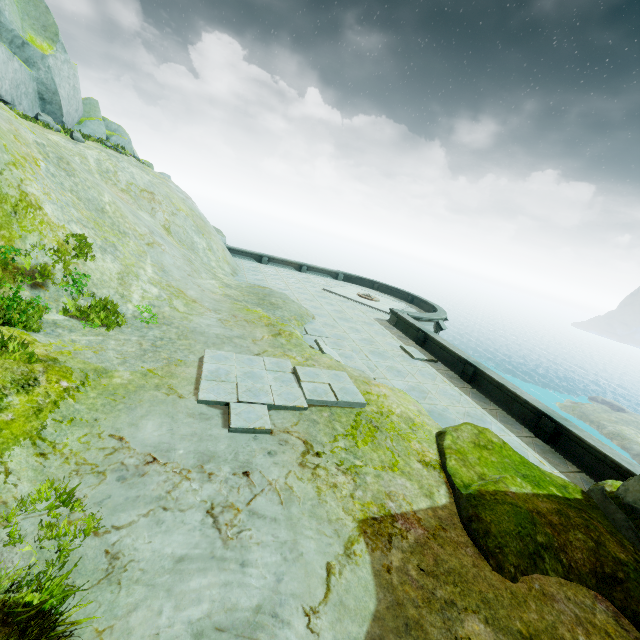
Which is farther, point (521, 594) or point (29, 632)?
point (521, 594)

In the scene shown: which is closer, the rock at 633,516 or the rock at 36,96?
the rock at 633,516

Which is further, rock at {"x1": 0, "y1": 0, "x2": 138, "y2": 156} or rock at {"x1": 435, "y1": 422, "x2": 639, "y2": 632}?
rock at {"x1": 0, "y1": 0, "x2": 138, "y2": 156}

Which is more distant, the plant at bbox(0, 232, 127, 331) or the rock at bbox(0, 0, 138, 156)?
the rock at bbox(0, 0, 138, 156)

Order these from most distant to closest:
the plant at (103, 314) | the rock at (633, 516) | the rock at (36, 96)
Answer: the rock at (36, 96) < the plant at (103, 314) < the rock at (633, 516)

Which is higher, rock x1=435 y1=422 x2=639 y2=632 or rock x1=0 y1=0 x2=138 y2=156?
rock x1=0 y1=0 x2=138 y2=156

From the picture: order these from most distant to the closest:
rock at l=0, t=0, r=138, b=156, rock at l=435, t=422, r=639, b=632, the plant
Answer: rock at l=0, t=0, r=138, b=156
the plant
rock at l=435, t=422, r=639, b=632
